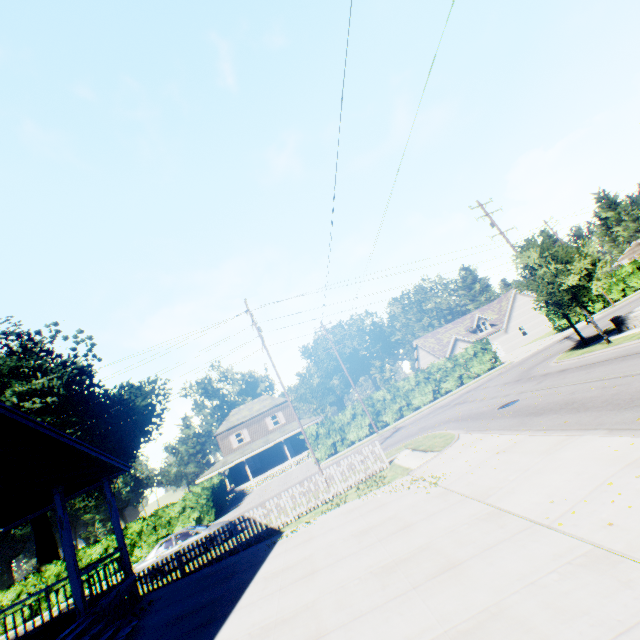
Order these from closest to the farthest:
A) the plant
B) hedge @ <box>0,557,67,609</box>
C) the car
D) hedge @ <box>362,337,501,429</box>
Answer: the car → hedge @ <box>0,557,67,609</box> → hedge @ <box>362,337,501,429</box> → the plant

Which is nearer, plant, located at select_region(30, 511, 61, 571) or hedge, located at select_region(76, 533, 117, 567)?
hedge, located at select_region(76, 533, 117, 567)

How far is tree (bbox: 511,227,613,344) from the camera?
16.89m

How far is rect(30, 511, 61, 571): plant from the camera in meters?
45.5

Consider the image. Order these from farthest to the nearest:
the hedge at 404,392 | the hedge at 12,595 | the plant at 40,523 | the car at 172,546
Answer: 1. the plant at 40,523
2. the hedge at 404,392
3. the hedge at 12,595
4. the car at 172,546

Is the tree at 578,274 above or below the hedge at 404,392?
above

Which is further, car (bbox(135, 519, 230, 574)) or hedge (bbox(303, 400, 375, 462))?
hedge (bbox(303, 400, 375, 462))

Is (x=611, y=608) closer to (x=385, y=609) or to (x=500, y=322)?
(x=385, y=609)
